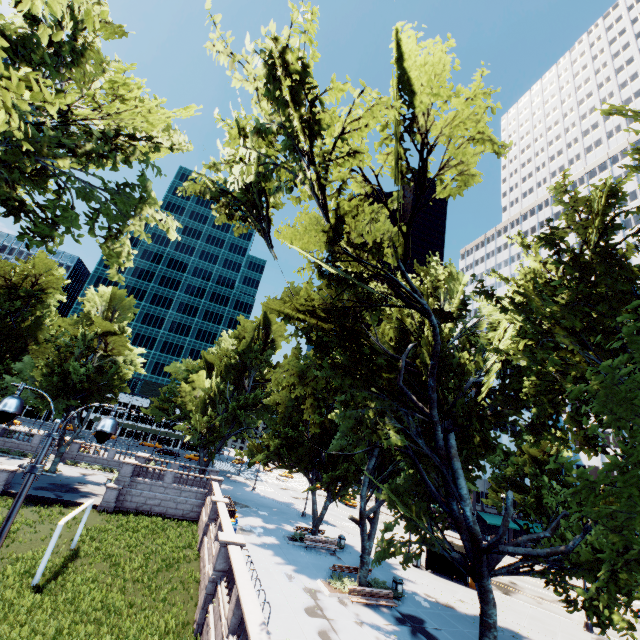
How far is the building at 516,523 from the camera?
52.19m

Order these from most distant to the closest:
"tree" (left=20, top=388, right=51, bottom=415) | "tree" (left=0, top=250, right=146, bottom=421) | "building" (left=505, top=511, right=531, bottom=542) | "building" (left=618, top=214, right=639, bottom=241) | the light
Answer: "building" (left=618, top=214, right=639, bottom=241) < "building" (left=505, top=511, right=531, bottom=542) < "tree" (left=0, top=250, right=146, bottom=421) < "tree" (left=20, top=388, right=51, bottom=415) < the light

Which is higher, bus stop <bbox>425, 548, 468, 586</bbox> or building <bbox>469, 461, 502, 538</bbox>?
building <bbox>469, 461, 502, 538</bbox>

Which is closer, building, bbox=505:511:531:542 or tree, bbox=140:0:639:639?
tree, bbox=140:0:639:639

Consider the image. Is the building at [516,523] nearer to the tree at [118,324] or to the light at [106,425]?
the tree at [118,324]

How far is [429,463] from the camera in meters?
16.8

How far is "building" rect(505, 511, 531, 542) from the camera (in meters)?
52.19

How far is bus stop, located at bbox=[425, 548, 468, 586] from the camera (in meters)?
26.16
